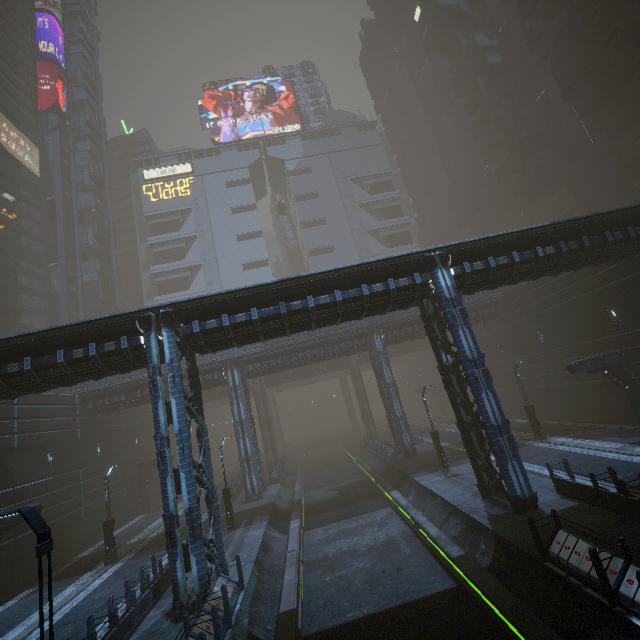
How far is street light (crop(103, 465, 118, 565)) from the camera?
19.9m

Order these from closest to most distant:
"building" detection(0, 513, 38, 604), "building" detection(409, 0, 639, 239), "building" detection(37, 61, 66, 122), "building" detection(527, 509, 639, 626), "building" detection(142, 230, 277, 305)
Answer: "building" detection(527, 509, 639, 626)
"building" detection(0, 513, 38, 604)
"building" detection(409, 0, 639, 239)
"building" detection(37, 61, 66, 122)
"building" detection(142, 230, 277, 305)

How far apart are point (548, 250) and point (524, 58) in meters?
39.7 m

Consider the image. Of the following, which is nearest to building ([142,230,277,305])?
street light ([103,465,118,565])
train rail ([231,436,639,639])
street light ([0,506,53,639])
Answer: train rail ([231,436,639,639])

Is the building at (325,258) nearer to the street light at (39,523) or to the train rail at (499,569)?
the train rail at (499,569)

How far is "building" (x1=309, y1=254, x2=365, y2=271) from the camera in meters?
59.2

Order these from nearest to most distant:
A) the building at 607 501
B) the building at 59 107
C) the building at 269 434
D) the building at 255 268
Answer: the building at 607 501
the building at 269 434
the building at 59 107
the building at 255 268

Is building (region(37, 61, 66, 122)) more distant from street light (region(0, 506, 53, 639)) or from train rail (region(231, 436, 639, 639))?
street light (region(0, 506, 53, 639))
